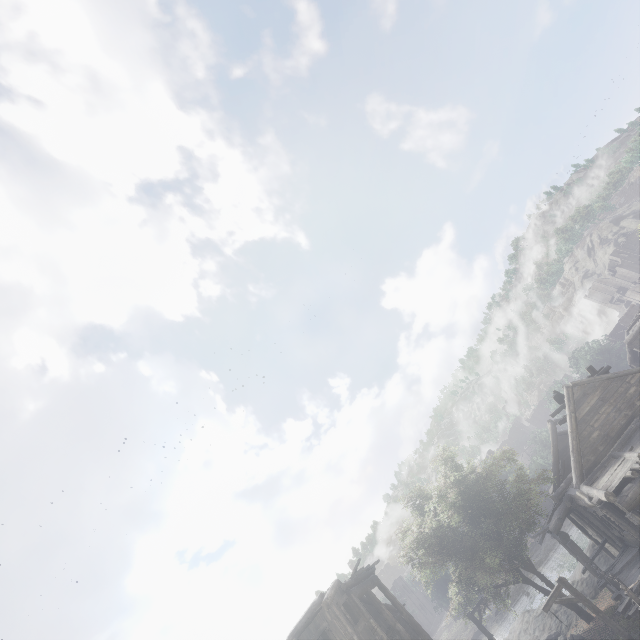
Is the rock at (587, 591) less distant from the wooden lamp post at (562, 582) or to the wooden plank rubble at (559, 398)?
the wooden plank rubble at (559, 398)

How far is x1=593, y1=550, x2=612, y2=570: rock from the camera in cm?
2517

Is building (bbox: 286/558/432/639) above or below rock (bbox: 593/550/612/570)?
above

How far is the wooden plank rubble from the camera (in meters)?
18.31

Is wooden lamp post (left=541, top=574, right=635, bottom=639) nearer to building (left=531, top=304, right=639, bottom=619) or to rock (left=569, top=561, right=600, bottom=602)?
building (left=531, top=304, right=639, bottom=619)

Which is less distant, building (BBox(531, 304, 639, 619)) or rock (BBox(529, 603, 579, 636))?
building (BBox(531, 304, 639, 619))

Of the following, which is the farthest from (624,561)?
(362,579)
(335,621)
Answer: (335,621)

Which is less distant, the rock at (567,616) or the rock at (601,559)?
the rock at (567,616)
